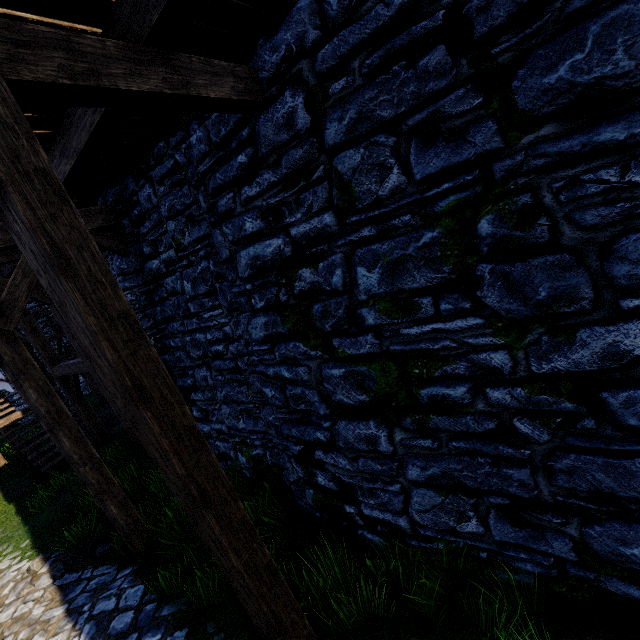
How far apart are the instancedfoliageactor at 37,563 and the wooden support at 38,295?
5.3 meters

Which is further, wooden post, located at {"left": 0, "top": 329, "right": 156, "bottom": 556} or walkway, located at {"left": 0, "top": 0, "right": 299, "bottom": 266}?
wooden post, located at {"left": 0, "top": 329, "right": 156, "bottom": 556}

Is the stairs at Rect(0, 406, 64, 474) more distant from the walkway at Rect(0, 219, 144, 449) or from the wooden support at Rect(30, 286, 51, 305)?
the wooden support at Rect(30, 286, 51, 305)

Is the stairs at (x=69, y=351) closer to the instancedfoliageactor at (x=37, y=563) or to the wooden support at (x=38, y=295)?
the wooden support at (x=38, y=295)

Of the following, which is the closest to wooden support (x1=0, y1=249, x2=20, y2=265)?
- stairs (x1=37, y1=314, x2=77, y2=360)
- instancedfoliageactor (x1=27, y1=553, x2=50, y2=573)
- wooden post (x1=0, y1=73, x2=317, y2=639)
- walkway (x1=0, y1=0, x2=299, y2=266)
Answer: walkway (x1=0, y1=0, x2=299, y2=266)

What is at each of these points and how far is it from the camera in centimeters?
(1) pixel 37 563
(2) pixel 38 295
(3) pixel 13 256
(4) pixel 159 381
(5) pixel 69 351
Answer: Result:
(1) instancedfoliageactor, 574cm
(2) wooden support, 761cm
(3) wooden support, 732cm
(4) wooden post, 208cm
(5) stairs, 1445cm

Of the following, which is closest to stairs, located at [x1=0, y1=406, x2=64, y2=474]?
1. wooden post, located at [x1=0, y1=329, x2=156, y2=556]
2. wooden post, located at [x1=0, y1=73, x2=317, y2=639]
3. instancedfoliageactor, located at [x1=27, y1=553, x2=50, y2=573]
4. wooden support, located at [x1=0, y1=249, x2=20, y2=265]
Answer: wooden support, located at [x1=0, y1=249, x2=20, y2=265]

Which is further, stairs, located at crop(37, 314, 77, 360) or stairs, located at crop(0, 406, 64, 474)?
stairs, located at crop(37, 314, 77, 360)
